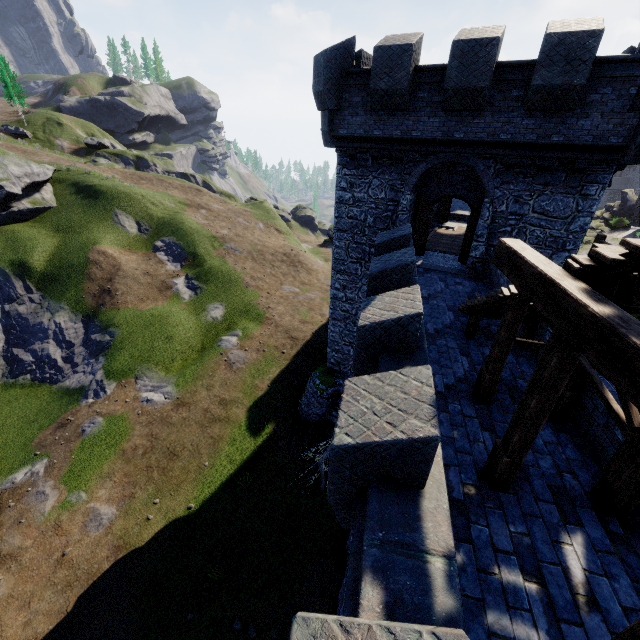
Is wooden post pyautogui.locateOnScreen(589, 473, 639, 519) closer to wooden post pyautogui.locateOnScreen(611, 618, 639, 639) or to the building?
wooden post pyautogui.locateOnScreen(611, 618, 639, 639)

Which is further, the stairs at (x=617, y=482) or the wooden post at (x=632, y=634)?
the stairs at (x=617, y=482)

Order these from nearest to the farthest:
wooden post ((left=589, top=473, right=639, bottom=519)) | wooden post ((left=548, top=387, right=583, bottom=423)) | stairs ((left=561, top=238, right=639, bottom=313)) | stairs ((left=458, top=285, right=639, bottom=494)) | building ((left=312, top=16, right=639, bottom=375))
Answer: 1. stairs ((left=561, top=238, right=639, bottom=313))
2. stairs ((left=458, top=285, right=639, bottom=494))
3. wooden post ((left=589, top=473, right=639, bottom=519))
4. wooden post ((left=548, top=387, right=583, bottom=423))
5. building ((left=312, top=16, right=639, bottom=375))

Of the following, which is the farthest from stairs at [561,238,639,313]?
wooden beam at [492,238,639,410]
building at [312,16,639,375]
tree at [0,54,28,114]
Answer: tree at [0,54,28,114]

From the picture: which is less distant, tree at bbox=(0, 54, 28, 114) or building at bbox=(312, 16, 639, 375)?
building at bbox=(312, 16, 639, 375)

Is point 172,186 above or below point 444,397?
below

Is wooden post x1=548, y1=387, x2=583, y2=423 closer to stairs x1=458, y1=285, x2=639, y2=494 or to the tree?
stairs x1=458, y1=285, x2=639, y2=494

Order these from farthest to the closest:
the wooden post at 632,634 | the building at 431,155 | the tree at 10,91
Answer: the tree at 10,91 < the building at 431,155 < the wooden post at 632,634
